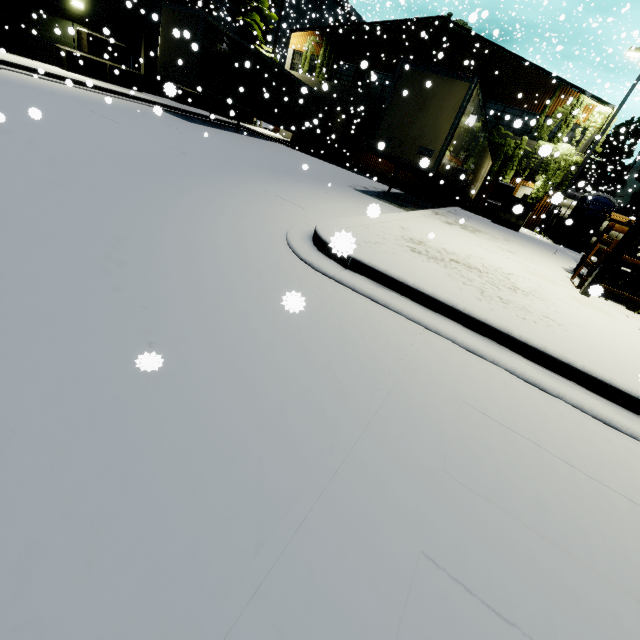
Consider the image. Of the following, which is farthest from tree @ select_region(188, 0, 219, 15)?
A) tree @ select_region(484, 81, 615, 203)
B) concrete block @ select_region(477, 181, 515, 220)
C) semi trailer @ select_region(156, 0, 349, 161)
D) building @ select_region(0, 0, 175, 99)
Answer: concrete block @ select_region(477, 181, 515, 220)

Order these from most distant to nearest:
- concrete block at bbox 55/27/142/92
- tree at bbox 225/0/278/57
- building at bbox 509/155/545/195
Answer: tree at bbox 225/0/278/57 < building at bbox 509/155/545/195 < concrete block at bbox 55/27/142/92

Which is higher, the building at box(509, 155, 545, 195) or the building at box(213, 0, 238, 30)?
the building at box(213, 0, 238, 30)

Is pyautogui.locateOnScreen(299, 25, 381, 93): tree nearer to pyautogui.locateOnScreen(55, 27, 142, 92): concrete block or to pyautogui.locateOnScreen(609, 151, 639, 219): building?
pyautogui.locateOnScreen(609, 151, 639, 219): building

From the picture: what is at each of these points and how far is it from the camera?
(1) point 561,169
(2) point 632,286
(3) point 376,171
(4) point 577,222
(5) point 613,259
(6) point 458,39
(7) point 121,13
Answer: (1) tree, 20.6m
(2) pallet, 8.1m
(3) building, 26.7m
(4) portable restroom, 17.2m
(5) light, 6.4m
(6) tree, 21.4m
(7) building, 17.4m

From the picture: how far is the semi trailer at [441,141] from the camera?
10.1 meters

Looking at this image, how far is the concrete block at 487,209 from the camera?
16.7m

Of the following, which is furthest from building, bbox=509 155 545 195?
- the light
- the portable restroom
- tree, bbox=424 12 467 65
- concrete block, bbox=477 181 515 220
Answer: the light
